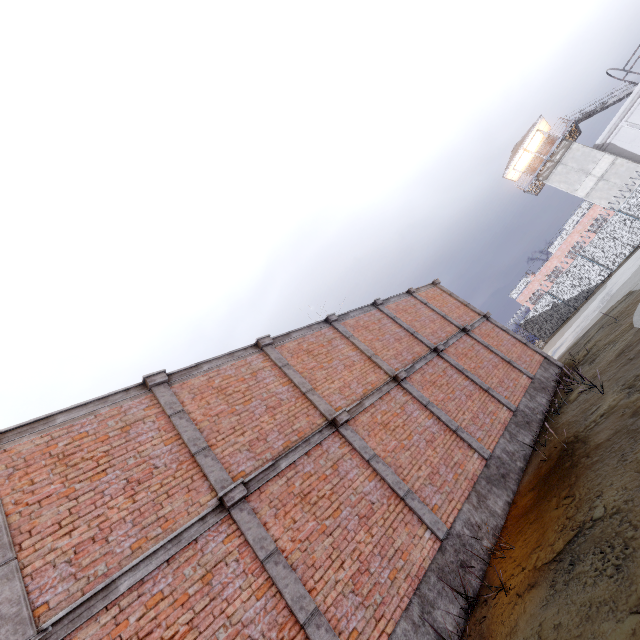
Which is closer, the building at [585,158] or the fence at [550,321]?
the fence at [550,321]

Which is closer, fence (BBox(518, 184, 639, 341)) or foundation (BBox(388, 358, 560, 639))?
foundation (BBox(388, 358, 560, 639))

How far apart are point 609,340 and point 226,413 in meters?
13.1 m

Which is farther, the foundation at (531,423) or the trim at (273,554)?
the foundation at (531,423)

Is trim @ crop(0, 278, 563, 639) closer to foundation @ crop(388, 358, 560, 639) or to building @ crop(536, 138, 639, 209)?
foundation @ crop(388, 358, 560, 639)

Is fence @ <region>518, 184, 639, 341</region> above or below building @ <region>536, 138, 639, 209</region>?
below

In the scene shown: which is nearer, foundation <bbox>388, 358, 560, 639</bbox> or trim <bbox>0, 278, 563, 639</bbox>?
trim <bbox>0, 278, 563, 639</bbox>

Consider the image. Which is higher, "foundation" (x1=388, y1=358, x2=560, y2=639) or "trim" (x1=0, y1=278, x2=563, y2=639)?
"trim" (x1=0, y1=278, x2=563, y2=639)
